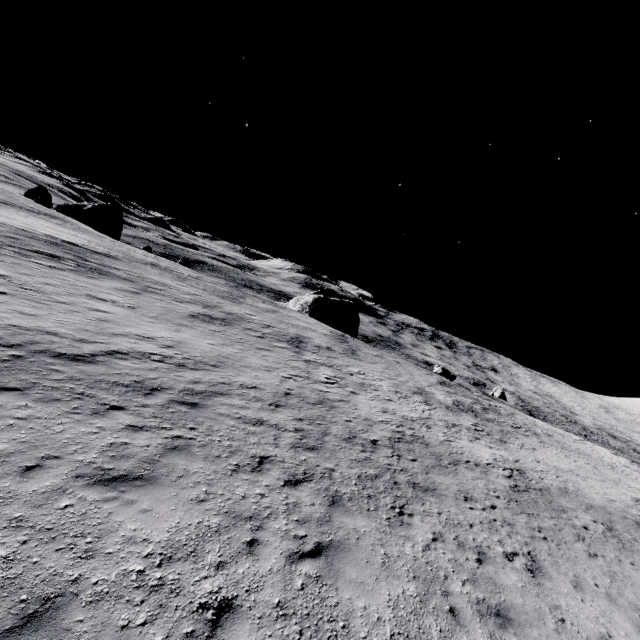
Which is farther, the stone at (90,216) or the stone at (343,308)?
the stone at (90,216)

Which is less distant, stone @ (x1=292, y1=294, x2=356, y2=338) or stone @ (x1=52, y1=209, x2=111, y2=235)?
stone @ (x1=292, y1=294, x2=356, y2=338)

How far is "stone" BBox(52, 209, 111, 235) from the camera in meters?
57.8

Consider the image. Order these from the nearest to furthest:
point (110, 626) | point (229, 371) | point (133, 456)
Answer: point (110, 626) → point (133, 456) → point (229, 371)

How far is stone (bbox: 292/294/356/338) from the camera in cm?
5525

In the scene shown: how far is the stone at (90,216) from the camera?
57.8 meters
